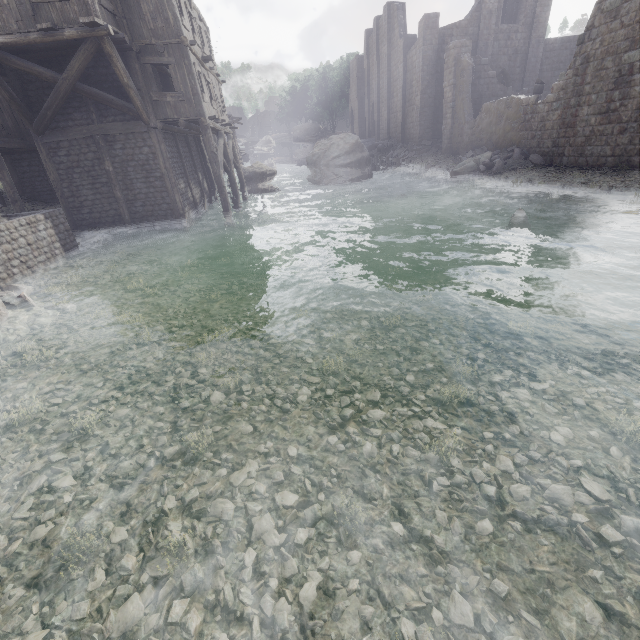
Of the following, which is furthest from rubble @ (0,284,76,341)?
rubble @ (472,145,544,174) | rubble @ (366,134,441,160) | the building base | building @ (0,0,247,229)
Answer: rubble @ (366,134,441,160)

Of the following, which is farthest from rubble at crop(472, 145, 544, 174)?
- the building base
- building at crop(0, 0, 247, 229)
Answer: the building base

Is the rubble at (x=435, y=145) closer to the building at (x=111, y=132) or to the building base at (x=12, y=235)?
the building at (x=111, y=132)

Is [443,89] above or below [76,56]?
below

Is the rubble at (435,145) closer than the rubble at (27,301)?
No

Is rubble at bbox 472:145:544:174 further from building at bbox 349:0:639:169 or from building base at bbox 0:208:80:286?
building base at bbox 0:208:80:286

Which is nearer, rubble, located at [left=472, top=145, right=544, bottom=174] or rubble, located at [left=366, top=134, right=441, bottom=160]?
rubble, located at [left=472, top=145, right=544, bottom=174]

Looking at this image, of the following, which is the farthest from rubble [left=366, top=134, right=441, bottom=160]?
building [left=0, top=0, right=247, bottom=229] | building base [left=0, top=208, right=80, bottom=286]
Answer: building base [left=0, top=208, right=80, bottom=286]
